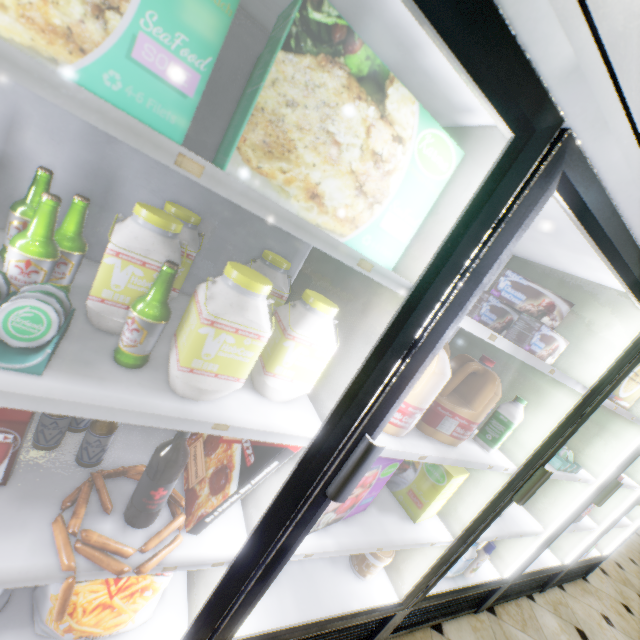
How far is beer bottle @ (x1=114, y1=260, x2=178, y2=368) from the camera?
0.61m

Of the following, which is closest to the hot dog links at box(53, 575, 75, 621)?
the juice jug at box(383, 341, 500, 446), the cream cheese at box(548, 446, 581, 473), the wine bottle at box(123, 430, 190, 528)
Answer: the wine bottle at box(123, 430, 190, 528)

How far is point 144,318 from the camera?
0.6m

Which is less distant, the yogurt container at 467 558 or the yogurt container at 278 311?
the yogurt container at 278 311

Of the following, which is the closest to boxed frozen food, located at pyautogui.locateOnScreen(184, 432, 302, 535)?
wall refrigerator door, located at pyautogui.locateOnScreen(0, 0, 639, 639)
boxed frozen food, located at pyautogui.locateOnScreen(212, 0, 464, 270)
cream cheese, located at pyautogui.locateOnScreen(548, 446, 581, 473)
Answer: wall refrigerator door, located at pyautogui.locateOnScreen(0, 0, 639, 639)

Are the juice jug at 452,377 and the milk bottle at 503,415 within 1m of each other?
yes

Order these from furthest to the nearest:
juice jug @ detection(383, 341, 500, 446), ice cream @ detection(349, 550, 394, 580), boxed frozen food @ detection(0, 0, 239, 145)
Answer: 1. ice cream @ detection(349, 550, 394, 580)
2. juice jug @ detection(383, 341, 500, 446)
3. boxed frozen food @ detection(0, 0, 239, 145)

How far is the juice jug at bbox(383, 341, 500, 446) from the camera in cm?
93
